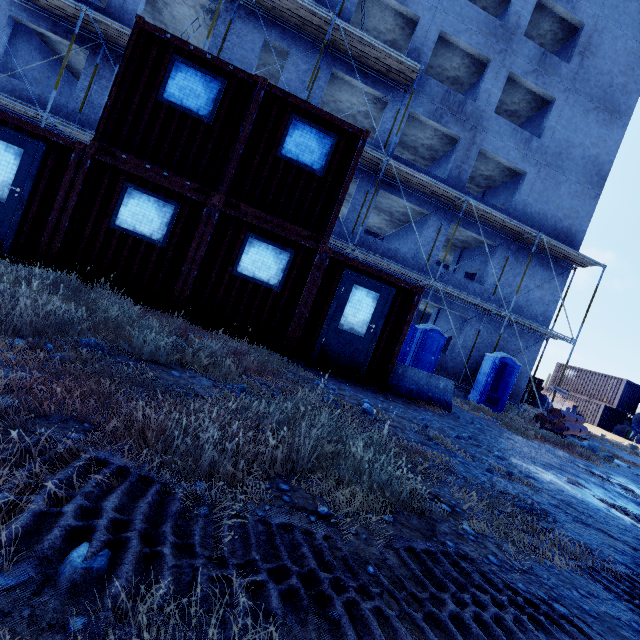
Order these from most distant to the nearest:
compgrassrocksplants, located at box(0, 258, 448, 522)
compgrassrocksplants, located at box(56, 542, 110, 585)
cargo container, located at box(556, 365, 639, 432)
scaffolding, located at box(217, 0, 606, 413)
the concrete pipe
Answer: cargo container, located at box(556, 365, 639, 432) → the concrete pipe → scaffolding, located at box(217, 0, 606, 413) → compgrassrocksplants, located at box(0, 258, 448, 522) → compgrassrocksplants, located at box(56, 542, 110, 585)

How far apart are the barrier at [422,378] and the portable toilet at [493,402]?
6.12m

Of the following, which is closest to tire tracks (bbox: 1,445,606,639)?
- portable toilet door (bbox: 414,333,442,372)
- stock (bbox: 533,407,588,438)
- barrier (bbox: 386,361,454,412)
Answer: barrier (bbox: 386,361,454,412)

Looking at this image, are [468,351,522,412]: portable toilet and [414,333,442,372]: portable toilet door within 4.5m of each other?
yes

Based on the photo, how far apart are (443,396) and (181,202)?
7.6 meters

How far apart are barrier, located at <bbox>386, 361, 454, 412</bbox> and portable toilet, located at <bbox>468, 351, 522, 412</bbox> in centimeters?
612cm

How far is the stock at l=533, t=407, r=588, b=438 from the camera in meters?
12.3

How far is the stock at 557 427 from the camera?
12.32m
